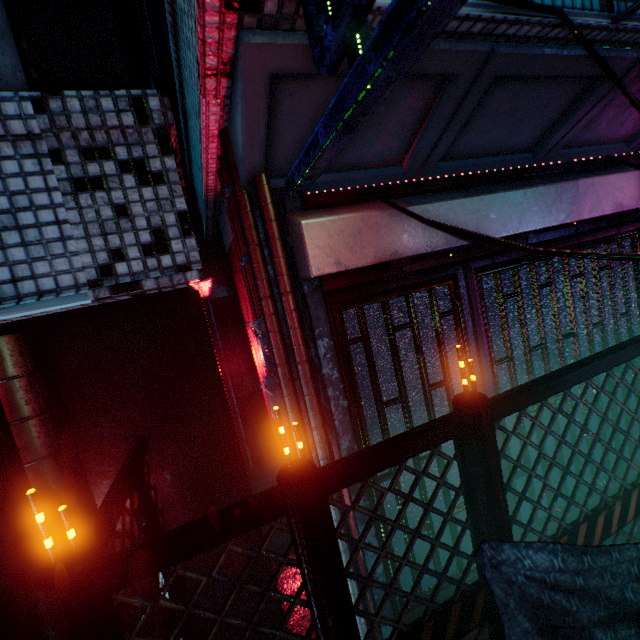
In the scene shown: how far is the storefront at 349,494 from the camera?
2.0m

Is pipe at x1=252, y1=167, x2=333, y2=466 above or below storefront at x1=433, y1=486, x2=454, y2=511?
above

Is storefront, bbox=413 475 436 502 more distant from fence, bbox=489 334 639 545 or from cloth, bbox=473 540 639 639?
cloth, bbox=473 540 639 639

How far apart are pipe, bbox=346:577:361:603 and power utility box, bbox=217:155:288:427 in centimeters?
6cm

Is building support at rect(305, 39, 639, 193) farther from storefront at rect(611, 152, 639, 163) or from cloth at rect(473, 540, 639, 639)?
cloth at rect(473, 540, 639, 639)

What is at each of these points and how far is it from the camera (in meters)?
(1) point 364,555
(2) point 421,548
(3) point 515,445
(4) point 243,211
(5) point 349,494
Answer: (1) storefront, 2.06
(2) storefront, 2.67
(3) storefront, 3.22
(4) pipe, 1.79
(5) storefront, 2.02

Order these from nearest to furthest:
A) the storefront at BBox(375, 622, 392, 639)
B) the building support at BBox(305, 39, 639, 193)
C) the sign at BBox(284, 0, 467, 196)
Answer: the sign at BBox(284, 0, 467, 196) → the building support at BBox(305, 39, 639, 193) → the storefront at BBox(375, 622, 392, 639)

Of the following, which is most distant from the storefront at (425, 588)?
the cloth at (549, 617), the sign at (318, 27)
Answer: the cloth at (549, 617)
